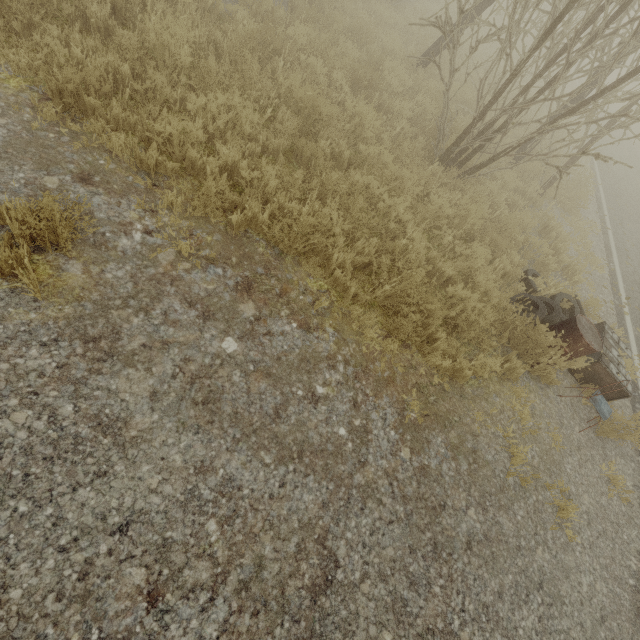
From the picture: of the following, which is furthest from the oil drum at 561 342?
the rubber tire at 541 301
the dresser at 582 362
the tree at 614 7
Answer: the tree at 614 7

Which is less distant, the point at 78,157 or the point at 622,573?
the point at 78,157

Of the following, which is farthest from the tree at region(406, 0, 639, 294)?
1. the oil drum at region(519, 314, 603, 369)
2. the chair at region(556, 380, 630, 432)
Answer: the chair at region(556, 380, 630, 432)

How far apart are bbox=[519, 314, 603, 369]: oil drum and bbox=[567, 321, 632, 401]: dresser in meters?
0.5 m

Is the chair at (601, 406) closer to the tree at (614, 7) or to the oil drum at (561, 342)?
the oil drum at (561, 342)

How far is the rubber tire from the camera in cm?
477

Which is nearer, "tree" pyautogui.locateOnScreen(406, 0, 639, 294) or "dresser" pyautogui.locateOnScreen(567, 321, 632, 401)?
"tree" pyautogui.locateOnScreen(406, 0, 639, 294)

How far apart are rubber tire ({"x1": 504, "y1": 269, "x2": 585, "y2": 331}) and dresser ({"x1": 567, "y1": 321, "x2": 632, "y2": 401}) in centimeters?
15cm
